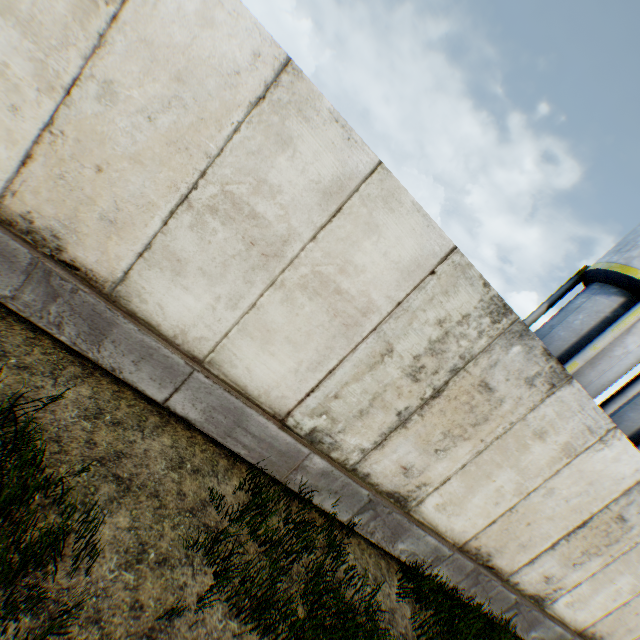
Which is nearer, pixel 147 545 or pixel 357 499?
pixel 147 545
